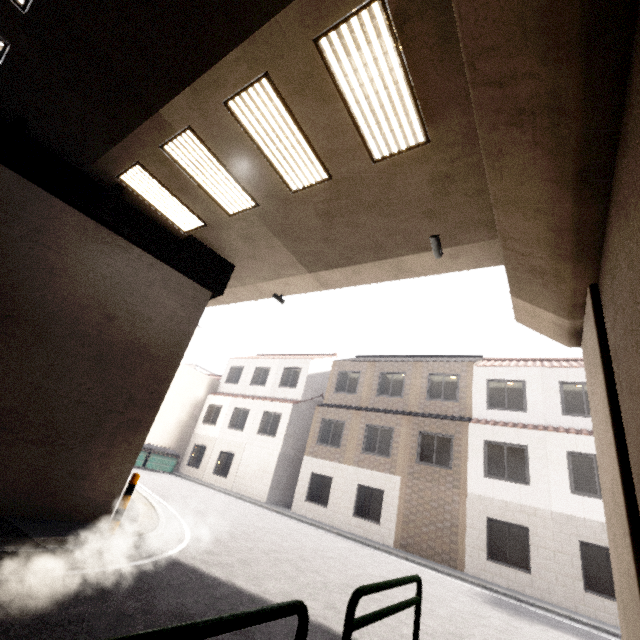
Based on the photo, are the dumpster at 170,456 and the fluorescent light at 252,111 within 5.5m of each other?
no

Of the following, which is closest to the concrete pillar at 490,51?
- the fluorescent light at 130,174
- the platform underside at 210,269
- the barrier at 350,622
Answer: the barrier at 350,622

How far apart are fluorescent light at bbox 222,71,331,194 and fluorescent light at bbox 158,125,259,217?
1.0 meters

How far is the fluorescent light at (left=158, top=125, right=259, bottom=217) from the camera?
6.21m

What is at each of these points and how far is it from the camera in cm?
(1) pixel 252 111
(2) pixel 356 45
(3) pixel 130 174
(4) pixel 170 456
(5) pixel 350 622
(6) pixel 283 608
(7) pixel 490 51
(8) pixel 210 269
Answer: (1) fluorescent light, 536
(2) fluorescent light, 423
(3) fluorescent light, 735
(4) dumpster, 2109
(5) barrier, 277
(6) barrier, 212
(7) concrete pillar, 277
(8) platform underside, 925

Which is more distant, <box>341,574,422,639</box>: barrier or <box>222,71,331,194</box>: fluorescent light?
<box>222,71,331,194</box>: fluorescent light

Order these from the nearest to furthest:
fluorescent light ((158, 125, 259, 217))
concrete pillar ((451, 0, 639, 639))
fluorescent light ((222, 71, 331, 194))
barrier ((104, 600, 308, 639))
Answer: barrier ((104, 600, 308, 639))
concrete pillar ((451, 0, 639, 639))
fluorescent light ((222, 71, 331, 194))
fluorescent light ((158, 125, 259, 217))

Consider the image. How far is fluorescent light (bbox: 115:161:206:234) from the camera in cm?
729
